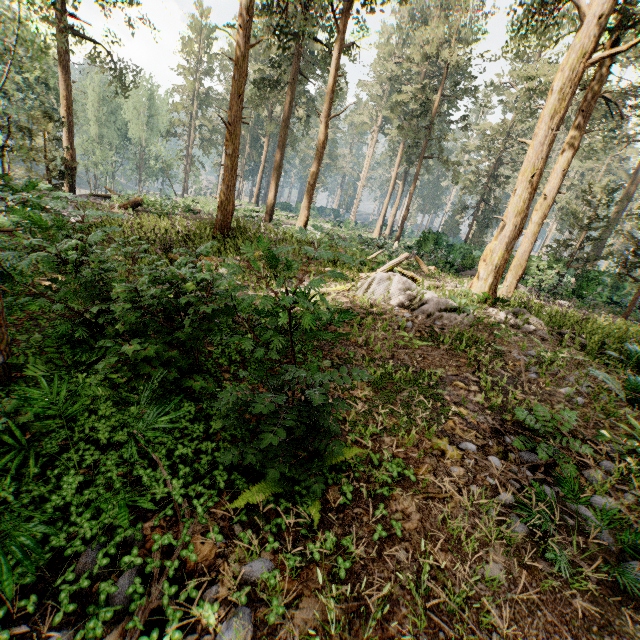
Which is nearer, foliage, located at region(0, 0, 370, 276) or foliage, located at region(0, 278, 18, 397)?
foliage, located at region(0, 278, 18, 397)

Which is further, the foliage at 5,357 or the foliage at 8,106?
the foliage at 8,106

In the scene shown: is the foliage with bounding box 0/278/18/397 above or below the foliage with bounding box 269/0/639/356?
below

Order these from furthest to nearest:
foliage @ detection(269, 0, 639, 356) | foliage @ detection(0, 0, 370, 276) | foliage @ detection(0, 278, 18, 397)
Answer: foliage @ detection(0, 0, 370, 276)
foliage @ detection(269, 0, 639, 356)
foliage @ detection(0, 278, 18, 397)

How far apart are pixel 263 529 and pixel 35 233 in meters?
7.9 m

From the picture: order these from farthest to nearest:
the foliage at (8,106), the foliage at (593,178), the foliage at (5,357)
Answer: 1. the foliage at (8,106)
2. the foliage at (593,178)
3. the foliage at (5,357)
